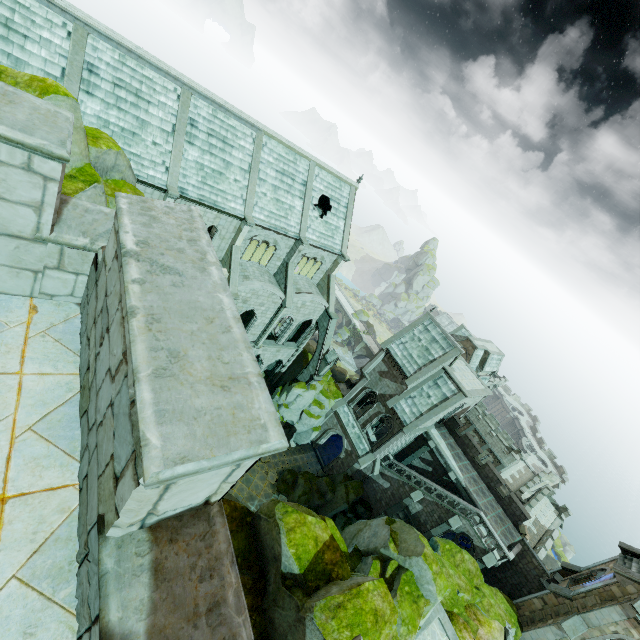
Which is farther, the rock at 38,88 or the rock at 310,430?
the rock at 310,430

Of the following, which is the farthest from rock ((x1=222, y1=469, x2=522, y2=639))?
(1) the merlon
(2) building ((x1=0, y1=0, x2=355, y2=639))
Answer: (1) the merlon

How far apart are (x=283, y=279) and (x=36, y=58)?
20.9 meters

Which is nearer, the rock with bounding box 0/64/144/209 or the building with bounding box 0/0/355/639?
the building with bounding box 0/0/355/639

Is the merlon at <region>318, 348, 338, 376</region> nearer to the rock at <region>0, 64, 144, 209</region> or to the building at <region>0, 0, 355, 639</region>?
the building at <region>0, 0, 355, 639</region>

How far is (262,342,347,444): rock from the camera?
35.5 meters

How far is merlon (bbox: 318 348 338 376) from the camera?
33.7m

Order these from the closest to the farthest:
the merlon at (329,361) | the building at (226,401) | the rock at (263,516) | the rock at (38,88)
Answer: the building at (226,401), the rock at (38,88), the rock at (263,516), the merlon at (329,361)
